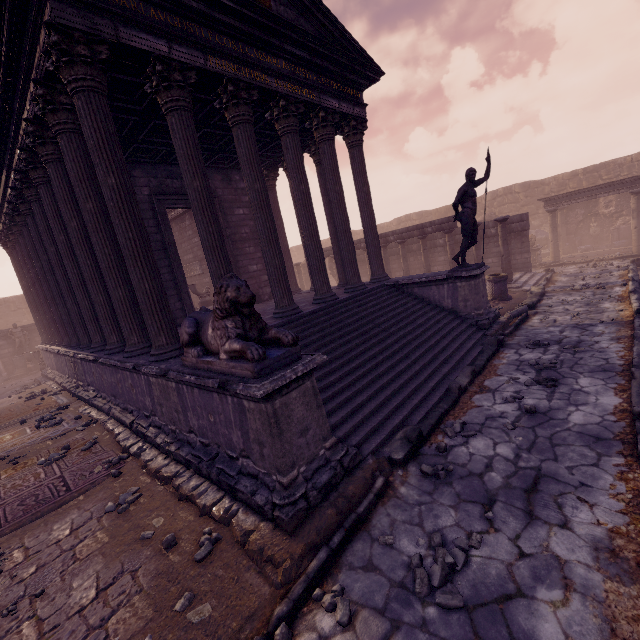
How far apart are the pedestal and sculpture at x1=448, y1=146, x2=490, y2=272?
22.2 meters

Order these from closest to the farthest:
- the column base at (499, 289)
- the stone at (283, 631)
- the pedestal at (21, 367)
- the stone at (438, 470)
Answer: the stone at (283, 631), the stone at (438, 470), the column base at (499, 289), the pedestal at (21, 367)

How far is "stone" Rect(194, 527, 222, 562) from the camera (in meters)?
3.30

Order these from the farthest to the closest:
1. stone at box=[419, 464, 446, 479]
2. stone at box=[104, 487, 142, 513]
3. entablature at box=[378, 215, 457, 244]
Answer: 1. entablature at box=[378, 215, 457, 244]
2. stone at box=[104, 487, 142, 513]
3. stone at box=[419, 464, 446, 479]

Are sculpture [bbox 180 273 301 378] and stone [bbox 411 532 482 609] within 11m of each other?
yes

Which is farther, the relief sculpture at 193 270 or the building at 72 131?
the relief sculpture at 193 270

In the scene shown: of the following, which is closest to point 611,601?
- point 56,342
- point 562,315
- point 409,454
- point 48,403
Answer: point 409,454

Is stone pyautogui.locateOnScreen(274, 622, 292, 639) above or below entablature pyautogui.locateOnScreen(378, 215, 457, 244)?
below
